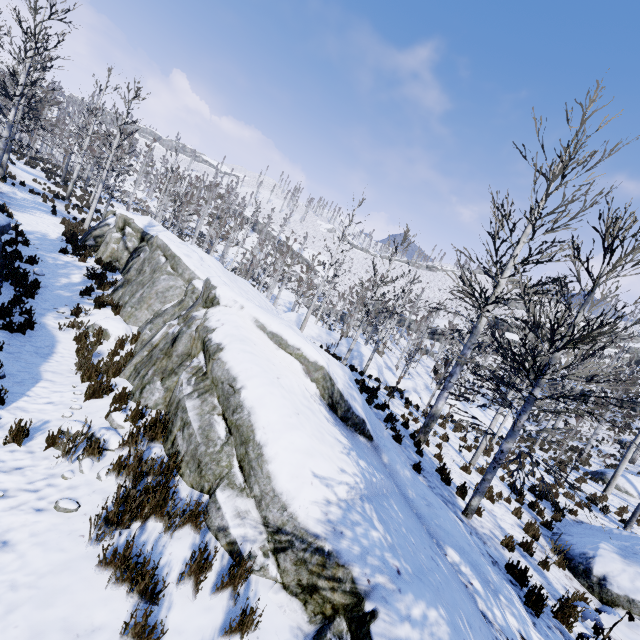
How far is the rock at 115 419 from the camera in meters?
4.3 m

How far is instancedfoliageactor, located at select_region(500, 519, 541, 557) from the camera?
6.83m

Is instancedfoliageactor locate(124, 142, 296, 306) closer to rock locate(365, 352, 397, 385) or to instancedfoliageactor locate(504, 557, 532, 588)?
rock locate(365, 352, 397, 385)

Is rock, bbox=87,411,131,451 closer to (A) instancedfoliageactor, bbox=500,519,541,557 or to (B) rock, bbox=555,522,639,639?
(A) instancedfoliageactor, bbox=500,519,541,557

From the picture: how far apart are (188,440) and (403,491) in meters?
3.9 m

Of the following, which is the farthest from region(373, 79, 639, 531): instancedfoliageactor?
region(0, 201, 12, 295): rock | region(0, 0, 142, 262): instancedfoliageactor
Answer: region(0, 0, 142, 262): instancedfoliageactor

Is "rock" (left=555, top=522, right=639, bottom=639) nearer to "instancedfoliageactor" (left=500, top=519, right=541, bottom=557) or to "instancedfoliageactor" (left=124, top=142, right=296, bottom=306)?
"instancedfoliageactor" (left=500, top=519, right=541, bottom=557)

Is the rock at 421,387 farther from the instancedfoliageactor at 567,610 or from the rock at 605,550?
the rock at 605,550
